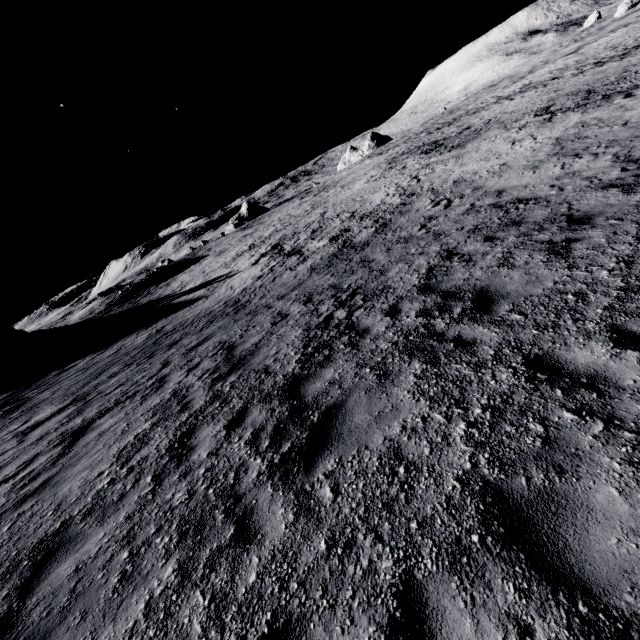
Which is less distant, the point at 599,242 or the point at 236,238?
the point at 599,242
